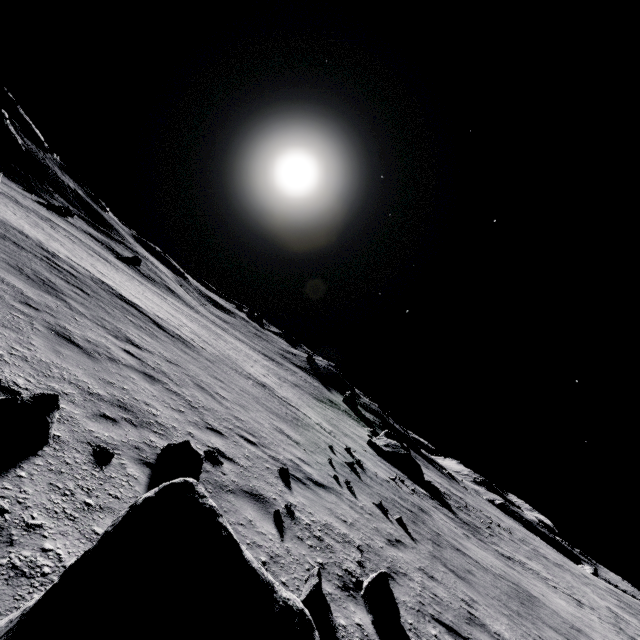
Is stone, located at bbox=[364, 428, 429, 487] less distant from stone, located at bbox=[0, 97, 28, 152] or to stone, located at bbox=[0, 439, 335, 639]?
stone, located at bbox=[0, 439, 335, 639]

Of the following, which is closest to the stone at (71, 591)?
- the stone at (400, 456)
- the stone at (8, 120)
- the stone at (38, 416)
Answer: the stone at (38, 416)

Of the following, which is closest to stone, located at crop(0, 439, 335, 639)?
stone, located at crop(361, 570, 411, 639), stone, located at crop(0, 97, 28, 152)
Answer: stone, located at crop(361, 570, 411, 639)

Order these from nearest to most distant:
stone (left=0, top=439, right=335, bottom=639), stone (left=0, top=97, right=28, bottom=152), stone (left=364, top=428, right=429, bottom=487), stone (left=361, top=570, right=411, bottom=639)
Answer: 1. stone (left=0, top=439, right=335, bottom=639)
2. stone (left=361, top=570, right=411, bottom=639)
3. stone (left=364, top=428, right=429, bottom=487)
4. stone (left=0, top=97, right=28, bottom=152)

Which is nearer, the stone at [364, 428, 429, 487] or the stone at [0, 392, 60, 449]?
the stone at [0, 392, 60, 449]

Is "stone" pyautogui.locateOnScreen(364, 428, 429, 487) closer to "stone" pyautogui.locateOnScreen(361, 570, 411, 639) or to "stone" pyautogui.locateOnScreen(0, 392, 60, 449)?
"stone" pyautogui.locateOnScreen(361, 570, 411, 639)

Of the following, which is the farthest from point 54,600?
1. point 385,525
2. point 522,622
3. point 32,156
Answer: point 32,156

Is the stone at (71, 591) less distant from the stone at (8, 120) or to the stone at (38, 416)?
the stone at (38, 416)
